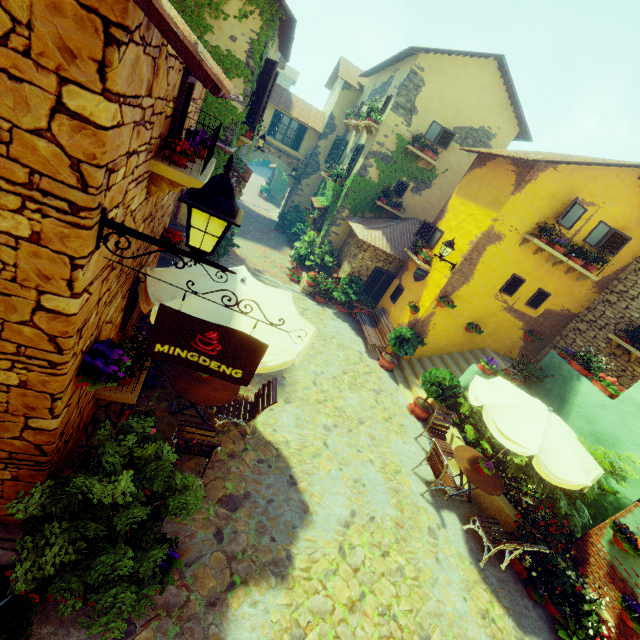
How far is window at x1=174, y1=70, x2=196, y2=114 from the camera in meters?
3.0 m

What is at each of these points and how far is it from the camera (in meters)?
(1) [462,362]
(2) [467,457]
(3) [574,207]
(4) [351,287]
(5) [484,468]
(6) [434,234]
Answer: (1) stair, 11.33
(2) table, 7.20
(3) window, 9.34
(4) potted tree, 13.20
(5) flower pot, 6.88
(6) window, 11.74

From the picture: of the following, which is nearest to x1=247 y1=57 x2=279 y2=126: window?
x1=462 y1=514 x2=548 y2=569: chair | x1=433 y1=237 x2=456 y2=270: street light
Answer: x1=433 y1=237 x2=456 y2=270: street light

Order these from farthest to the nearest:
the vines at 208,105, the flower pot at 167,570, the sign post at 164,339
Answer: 1. the vines at 208,105
2. the flower pot at 167,570
3. the sign post at 164,339

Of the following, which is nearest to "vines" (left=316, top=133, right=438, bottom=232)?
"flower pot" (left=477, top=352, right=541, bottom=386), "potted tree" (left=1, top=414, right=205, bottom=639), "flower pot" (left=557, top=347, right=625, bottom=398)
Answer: "flower pot" (left=477, top=352, right=541, bottom=386)

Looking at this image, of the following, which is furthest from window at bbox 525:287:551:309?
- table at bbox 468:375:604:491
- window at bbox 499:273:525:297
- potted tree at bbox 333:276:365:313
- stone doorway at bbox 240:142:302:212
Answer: stone doorway at bbox 240:142:302:212

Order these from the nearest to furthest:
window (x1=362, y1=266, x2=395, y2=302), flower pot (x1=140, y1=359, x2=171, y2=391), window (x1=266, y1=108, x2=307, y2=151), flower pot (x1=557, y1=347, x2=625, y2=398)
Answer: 1. flower pot (x1=140, y1=359, x2=171, y2=391)
2. flower pot (x1=557, y1=347, x2=625, y2=398)
3. window (x1=362, y1=266, x2=395, y2=302)
4. window (x1=266, y1=108, x2=307, y2=151)

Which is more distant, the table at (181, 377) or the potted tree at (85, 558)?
the table at (181, 377)
